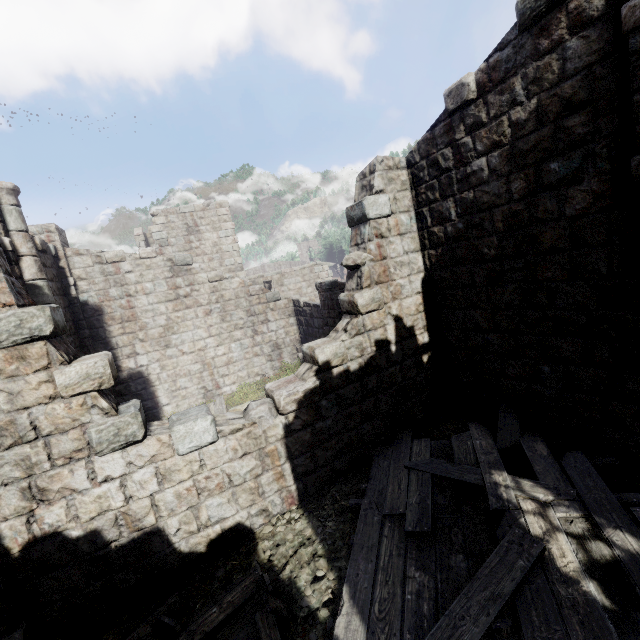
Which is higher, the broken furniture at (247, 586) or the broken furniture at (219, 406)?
the broken furniture at (219, 406)

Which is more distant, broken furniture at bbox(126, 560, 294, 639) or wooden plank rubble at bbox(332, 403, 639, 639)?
broken furniture at bbox(126, 560, 294, 639)

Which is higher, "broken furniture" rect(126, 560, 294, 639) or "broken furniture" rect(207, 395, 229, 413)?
"broken furniture" rect(207, 395, 229, 413)

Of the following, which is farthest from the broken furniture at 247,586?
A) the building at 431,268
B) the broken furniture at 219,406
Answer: the broken furniture at 219,406

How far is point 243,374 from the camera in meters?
15.0

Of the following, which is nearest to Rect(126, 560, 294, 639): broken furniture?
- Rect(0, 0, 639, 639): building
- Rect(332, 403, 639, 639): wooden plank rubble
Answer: Rect(332, 403, 639, 639): wooden plank rubble

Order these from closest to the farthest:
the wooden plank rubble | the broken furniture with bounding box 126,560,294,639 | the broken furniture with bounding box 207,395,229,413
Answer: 1. the wooden plank rubble
2. the broken furniture with bounding box 126,560,294,639
3. the broken furniture with bounding box 207,395,229,413

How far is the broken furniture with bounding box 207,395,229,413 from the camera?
10.2 meters
